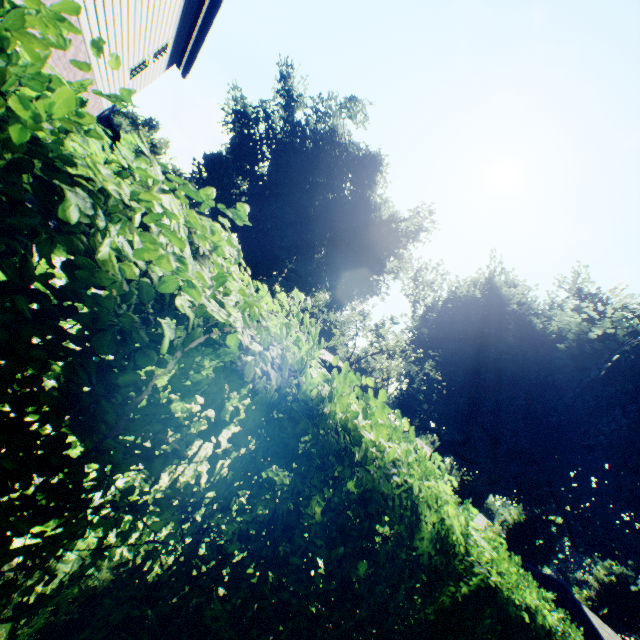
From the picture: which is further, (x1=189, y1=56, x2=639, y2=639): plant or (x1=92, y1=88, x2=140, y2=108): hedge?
(x1=189, y1=56, x2=639, y2=639): plant

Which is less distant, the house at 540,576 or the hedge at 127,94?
the hedge at 127,94

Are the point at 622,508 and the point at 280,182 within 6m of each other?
no

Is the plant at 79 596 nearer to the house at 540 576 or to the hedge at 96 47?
the house at 540 576

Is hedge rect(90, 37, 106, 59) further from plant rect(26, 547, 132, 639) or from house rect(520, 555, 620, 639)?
house rect(520, 555, 620, 639)

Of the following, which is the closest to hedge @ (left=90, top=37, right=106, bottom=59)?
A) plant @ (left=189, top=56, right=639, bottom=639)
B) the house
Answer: plant @ (left=189, top=56, right=639, bottom=639)

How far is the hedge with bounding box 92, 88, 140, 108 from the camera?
1.0m
